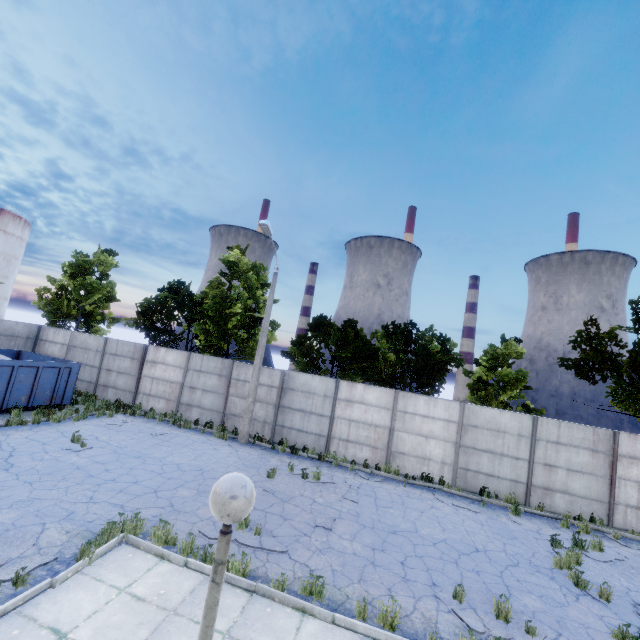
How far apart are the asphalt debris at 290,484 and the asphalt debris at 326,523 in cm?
138

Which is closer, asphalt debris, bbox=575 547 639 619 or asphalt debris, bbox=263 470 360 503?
asphalt debris, bbox=575 547 639 619

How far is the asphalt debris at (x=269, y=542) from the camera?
7.3 meters

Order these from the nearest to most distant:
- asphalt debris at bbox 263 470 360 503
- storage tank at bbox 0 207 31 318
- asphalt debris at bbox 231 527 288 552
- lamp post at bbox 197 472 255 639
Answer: lamp post at bbox 197 472 255 639 < asphalt debris at bbox 231 527 288 552 < asphalt debris at bbox 263 470 360 503 < storage tank at bbox 0 207 31 318

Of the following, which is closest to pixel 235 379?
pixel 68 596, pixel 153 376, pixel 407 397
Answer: pixel 153 376

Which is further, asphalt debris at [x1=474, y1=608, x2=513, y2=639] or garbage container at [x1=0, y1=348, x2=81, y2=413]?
garbage container at [x1=0, y1=348, x2=81, y2=413]

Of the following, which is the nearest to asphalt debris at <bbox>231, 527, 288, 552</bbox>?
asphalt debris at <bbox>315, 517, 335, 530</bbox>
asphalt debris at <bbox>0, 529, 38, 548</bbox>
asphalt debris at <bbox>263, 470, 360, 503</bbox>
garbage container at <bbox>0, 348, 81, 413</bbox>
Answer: asphalt debris at <bbox>315, 517, 335, 530</bbox>

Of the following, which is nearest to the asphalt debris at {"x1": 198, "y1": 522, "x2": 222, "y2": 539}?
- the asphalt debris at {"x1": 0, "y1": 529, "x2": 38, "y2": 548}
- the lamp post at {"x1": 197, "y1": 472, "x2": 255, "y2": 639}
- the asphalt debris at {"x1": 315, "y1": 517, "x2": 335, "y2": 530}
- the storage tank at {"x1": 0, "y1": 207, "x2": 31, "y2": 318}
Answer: the asphalt debris at {"x1": 315, "y1": 517, "x2": 335, "y2": 530}
